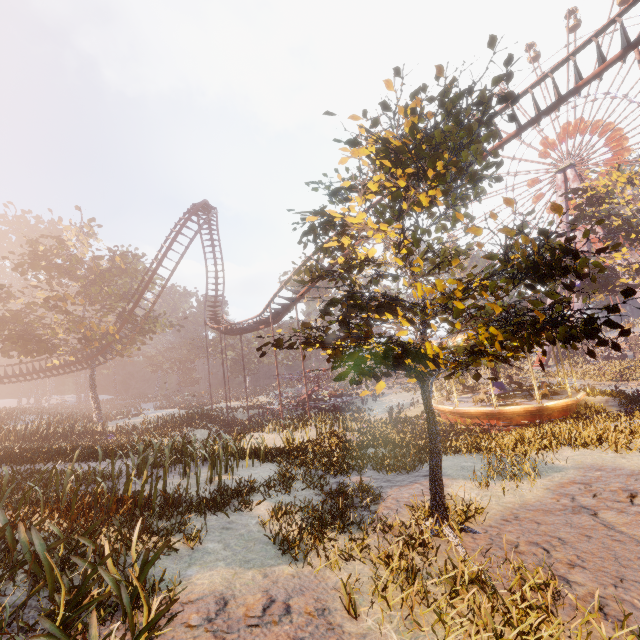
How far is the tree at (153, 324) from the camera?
32.8m

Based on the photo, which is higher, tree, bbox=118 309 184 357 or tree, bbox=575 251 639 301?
A: tree, bbox=118 309 184 357

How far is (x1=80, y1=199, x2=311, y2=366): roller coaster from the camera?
A: 23.7 meters

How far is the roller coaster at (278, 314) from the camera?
23.7 meters

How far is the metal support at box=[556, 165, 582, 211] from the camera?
43.25m

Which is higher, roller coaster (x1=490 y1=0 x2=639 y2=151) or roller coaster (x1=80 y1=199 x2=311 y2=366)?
roller coaster (x1=490 y1=0 x2=639 y2=151)

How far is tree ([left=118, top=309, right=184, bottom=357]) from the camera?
32.75m

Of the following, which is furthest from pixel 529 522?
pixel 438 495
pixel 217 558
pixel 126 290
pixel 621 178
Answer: pixel 126 290
